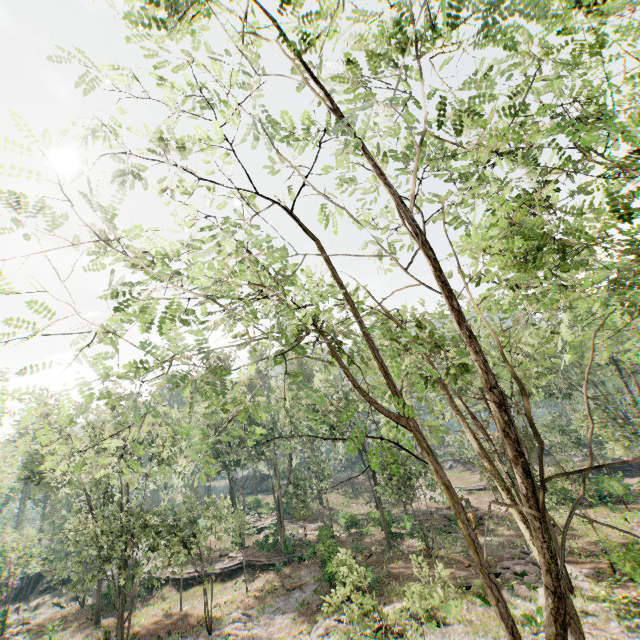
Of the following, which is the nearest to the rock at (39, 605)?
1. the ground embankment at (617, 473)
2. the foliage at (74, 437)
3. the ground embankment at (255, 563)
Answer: the foliage at (74, 437)

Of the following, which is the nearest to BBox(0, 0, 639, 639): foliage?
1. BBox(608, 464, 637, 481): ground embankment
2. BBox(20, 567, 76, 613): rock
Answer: BBox(20, 567, 76, 613): rock

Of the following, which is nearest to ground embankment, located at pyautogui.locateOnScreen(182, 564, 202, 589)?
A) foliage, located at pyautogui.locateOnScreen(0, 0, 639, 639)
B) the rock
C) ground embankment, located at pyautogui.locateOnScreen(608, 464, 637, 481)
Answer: foliage, located at pyautogui.locateOnScreen(0, 0, 639, 639)

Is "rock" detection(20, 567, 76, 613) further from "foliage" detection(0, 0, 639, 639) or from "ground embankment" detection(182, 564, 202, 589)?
"ground embankment" detection(182, 564, 202, 589)

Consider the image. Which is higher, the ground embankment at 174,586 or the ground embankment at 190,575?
the ground embankment at 190,575

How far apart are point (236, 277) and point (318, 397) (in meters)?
1.89

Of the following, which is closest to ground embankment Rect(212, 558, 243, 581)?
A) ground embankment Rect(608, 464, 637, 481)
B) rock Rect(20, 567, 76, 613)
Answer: rock Rect(20, 567, 76, 613)
